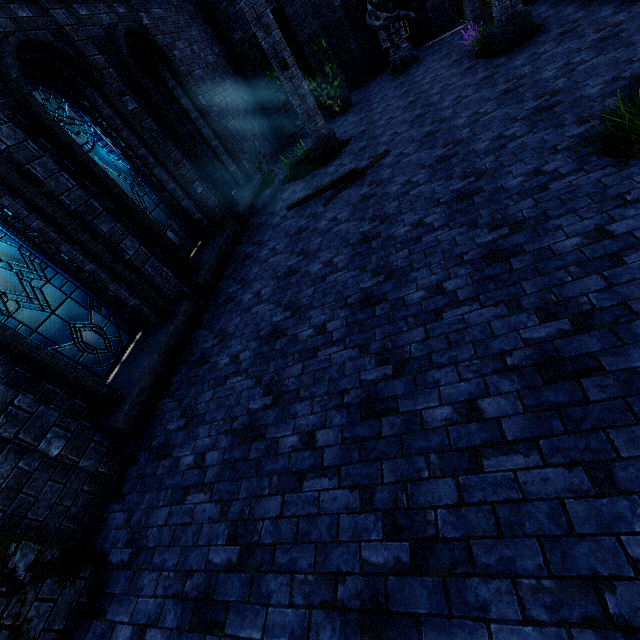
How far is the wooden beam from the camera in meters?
7.1

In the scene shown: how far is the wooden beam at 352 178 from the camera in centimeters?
705cm

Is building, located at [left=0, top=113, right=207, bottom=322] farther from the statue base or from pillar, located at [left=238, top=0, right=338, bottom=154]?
the statue base

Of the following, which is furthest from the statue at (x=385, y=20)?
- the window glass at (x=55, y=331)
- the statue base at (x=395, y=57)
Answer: the window glass at (x=55, y=331)

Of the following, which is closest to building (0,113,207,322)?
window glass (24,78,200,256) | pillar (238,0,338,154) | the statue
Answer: pillar (238,0,338,154)

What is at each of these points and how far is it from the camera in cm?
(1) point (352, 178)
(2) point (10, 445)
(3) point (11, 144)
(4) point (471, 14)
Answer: (1) wooden beam, 722
(2) building, 345
(3) building, 433
(4) building, 1038

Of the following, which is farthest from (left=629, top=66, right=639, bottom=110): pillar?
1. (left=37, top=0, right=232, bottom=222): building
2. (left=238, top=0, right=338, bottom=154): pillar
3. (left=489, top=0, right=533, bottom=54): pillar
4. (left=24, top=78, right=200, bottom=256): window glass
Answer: (left=24, top=78, right=200, bottom=256): window glass

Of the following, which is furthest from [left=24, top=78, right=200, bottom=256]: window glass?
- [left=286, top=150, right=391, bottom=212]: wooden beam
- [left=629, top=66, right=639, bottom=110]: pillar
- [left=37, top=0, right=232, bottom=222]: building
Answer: [left=629, top=66, right=639, bottom=110]: pillar
